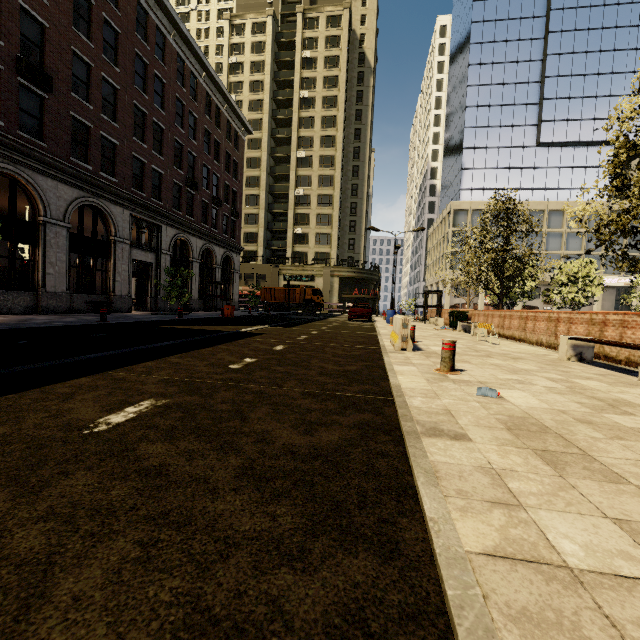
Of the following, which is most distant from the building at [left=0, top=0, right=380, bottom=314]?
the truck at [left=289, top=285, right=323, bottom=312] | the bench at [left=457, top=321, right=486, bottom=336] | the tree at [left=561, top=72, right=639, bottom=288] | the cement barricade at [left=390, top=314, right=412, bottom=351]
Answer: the bench at [left=457, top=321, right=486, bottom=336]

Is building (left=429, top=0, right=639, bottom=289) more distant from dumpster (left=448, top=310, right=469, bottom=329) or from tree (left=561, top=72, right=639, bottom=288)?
dumpster (left=448, top=310, right=469, bottom=329)

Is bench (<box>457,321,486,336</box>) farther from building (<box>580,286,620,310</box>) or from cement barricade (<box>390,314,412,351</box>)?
building (<box>580,286,620,310</box>)

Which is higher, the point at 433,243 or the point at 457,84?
the point at 457,84

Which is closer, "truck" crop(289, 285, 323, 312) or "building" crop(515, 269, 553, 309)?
"truck" crop(289, 285, 323, 312)

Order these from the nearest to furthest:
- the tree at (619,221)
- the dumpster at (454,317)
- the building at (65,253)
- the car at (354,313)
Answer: the tree at (619,221) → the building at (65,253) → the dumpster at (454,317) → the car at (354,313)

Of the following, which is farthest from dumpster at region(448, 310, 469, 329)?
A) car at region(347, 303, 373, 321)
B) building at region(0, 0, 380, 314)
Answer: building at region(0, 0, 380, 314)

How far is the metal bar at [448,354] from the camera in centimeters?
538cm
